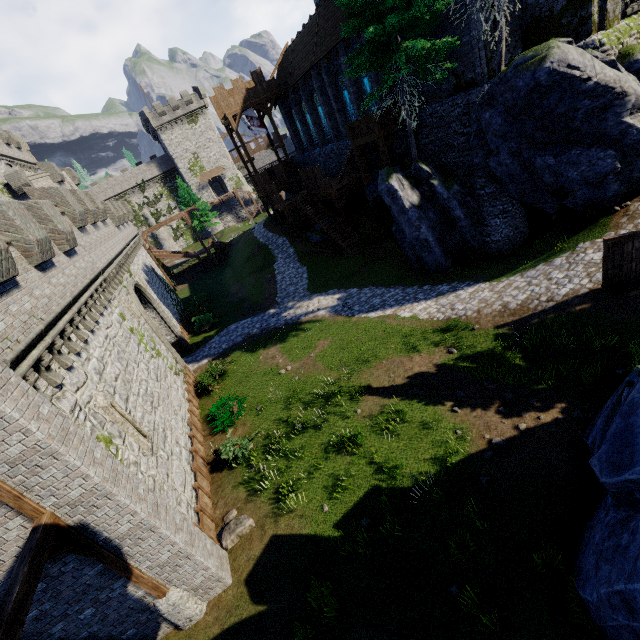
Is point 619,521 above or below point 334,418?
above

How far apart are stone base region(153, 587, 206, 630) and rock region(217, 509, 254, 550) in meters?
1.3

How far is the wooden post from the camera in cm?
677

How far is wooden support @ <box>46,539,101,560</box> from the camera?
6.2 meters

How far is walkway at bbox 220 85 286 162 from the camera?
30.9m

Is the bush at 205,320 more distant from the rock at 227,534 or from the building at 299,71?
the rock at 227,534

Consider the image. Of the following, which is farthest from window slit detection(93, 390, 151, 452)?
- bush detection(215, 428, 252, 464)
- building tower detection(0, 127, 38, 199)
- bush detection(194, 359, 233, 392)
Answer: building tower detection(0, 127, 38, 199)

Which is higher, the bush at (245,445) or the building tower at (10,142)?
the building tower at (10,142)
